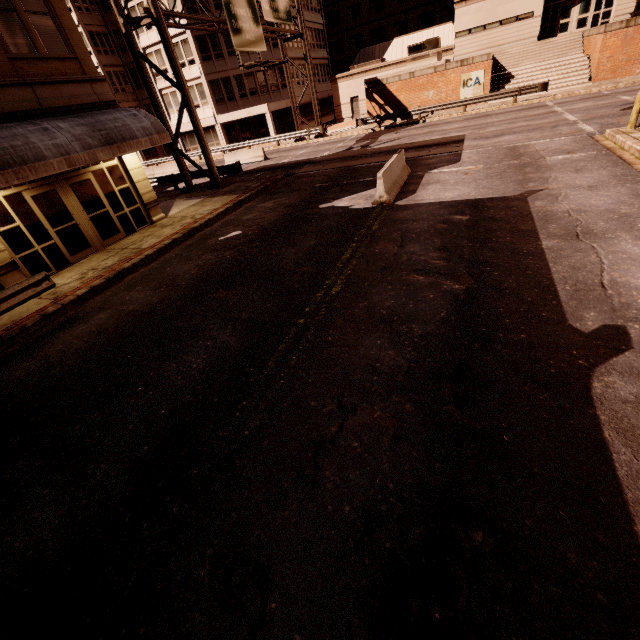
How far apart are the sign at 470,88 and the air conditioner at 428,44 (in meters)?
12.67

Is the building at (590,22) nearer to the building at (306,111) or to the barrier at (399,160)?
the building at (306,111)

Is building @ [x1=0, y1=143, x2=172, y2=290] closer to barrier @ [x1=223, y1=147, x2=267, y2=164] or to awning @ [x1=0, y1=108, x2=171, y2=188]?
awning @ [x1=0, y1=108, x2=171, y2=188]

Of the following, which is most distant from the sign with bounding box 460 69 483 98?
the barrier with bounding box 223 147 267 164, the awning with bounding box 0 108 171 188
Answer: the awning with bounding box 0 108 171 188

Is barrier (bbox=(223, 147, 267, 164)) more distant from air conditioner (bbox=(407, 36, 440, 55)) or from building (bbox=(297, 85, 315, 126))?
air conditioner (bbox=(407, 36, 440, 55))

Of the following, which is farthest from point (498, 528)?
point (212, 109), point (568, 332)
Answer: point (212, 109)

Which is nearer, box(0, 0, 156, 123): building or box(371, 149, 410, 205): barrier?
box(0, 0, 156, 123): building

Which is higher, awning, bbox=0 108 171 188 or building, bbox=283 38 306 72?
building, bbox=283 38 306 72
